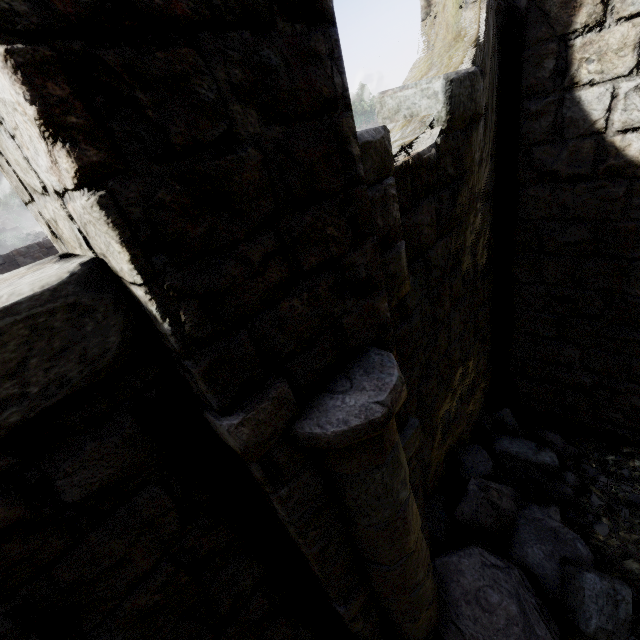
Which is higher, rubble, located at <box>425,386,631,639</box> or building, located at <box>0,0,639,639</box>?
building, located at <box>0,0,639,639</box>

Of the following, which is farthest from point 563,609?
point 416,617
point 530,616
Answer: point 416,617

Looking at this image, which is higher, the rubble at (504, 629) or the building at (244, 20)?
the building at (244, 20)

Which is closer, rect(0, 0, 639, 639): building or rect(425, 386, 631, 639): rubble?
rect(0, 0, 639, 639): building

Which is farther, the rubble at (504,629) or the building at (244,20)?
the rubble at (504,629)
